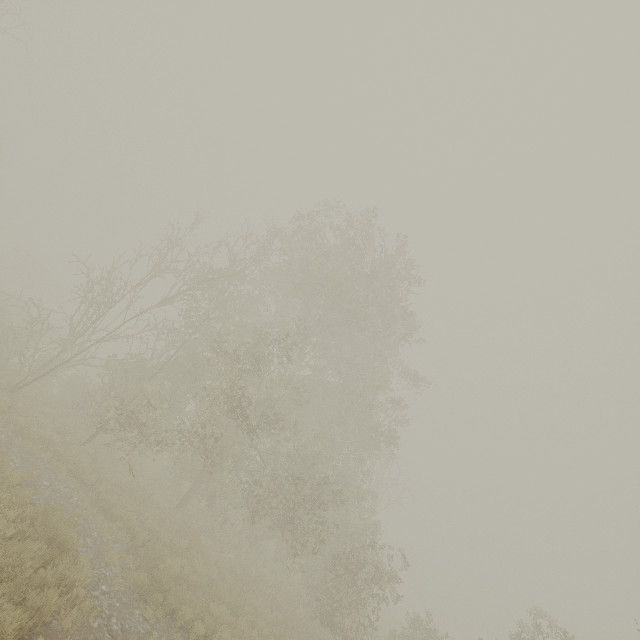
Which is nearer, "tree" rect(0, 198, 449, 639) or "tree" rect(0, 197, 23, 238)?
"tree" rect(0, 198, 449, 639)

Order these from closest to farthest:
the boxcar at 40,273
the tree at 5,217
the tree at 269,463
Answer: the tree at 269,463
the boxcar at 40,273
the tree at 5,217

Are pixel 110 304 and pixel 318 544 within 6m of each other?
no

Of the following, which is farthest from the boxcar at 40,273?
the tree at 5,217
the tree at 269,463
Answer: the tree at 269,463

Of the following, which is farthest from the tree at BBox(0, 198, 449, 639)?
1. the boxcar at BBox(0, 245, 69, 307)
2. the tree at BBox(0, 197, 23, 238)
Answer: the tree at BBox(0, 197, 23, 238)

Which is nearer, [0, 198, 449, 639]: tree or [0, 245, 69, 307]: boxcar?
[0, 198, 449, 639]: tree
